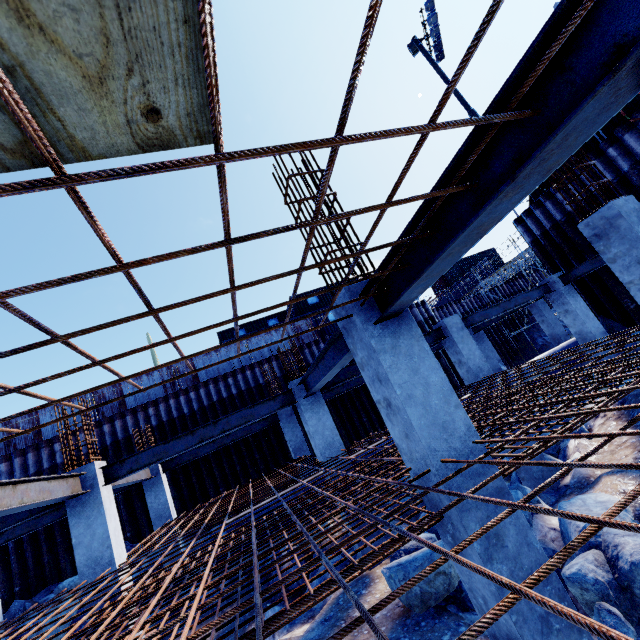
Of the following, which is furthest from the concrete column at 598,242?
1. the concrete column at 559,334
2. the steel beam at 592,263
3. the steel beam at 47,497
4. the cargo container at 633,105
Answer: the concrete column at 559,334

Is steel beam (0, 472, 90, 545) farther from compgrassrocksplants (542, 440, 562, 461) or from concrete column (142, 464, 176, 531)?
compgrassrocksplants (542, 440, 562, 461)

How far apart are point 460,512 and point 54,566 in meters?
17.9 m

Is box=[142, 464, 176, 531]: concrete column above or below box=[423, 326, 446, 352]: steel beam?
below

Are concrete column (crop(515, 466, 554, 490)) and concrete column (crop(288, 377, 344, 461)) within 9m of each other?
yes

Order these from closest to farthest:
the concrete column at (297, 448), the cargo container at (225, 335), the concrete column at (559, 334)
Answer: the concrete column at (297, 448), the concrete column at (559, 334), the cargo container at (225, 335)

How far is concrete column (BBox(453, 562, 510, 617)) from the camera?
2.7 meters

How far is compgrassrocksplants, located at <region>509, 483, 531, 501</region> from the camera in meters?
6.4
